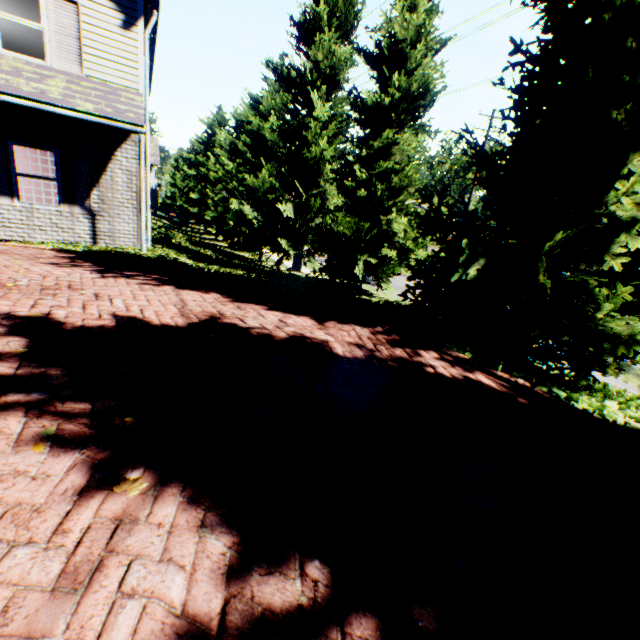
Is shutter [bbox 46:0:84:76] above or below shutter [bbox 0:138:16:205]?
above

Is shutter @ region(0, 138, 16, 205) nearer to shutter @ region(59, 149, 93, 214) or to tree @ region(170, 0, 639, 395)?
shutter @ region(59, 149, 93, 214)

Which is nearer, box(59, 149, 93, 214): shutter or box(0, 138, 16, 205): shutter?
box(0, 138, 16, 205): shutter

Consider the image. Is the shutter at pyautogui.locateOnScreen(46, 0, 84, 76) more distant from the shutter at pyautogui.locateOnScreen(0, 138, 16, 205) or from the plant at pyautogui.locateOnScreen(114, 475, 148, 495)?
the plant at pyautogui.locateOnScreen(114, 475, 148, 495)

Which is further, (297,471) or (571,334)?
(571,334)

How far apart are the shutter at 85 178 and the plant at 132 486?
10.4m

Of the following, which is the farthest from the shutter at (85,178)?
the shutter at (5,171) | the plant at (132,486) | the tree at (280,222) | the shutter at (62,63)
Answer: the plant at (132,486)

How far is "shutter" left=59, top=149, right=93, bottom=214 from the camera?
8.9m
